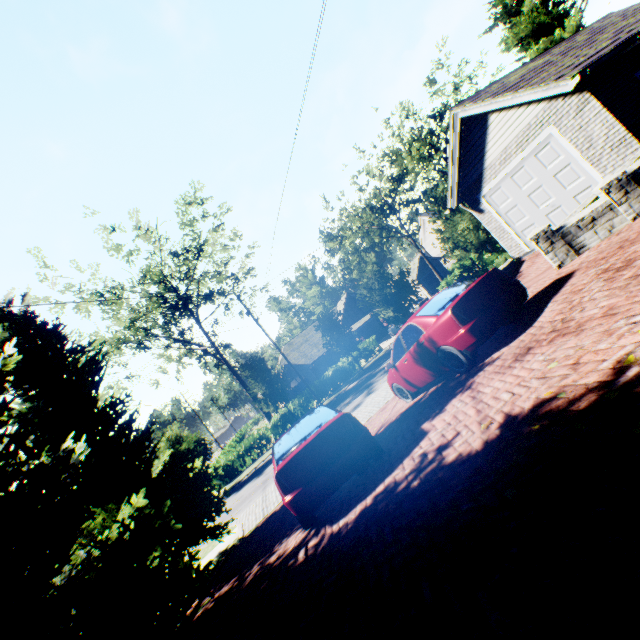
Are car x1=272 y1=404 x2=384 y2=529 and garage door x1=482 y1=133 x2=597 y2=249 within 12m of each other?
yes

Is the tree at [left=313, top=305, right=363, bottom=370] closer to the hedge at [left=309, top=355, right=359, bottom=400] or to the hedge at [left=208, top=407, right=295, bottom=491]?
the hedge at [left=208, top=407, right=295, bottom=491]

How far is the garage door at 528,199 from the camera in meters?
10.0 m

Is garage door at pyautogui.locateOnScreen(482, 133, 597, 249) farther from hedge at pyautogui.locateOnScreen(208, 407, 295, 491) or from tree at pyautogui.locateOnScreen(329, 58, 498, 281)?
hedge at pyautogui.locateOnScreen(208, 407, 295, 491)

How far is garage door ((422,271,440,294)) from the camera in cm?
4622

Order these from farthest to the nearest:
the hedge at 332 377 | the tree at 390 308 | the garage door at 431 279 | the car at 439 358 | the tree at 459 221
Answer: the garage door at 431 279, the hedge at 332 377, the tree at 459 221, the tree at 390 308, the car at 439 358

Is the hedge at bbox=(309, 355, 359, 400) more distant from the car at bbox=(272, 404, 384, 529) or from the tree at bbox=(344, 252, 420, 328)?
the car at bbox=(272, 404, 384, 529)

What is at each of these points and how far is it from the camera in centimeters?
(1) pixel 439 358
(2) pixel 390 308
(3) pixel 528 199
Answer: (1) car, 670cm
(2) tree, 1828cm
(3) garage door, 1151cm
